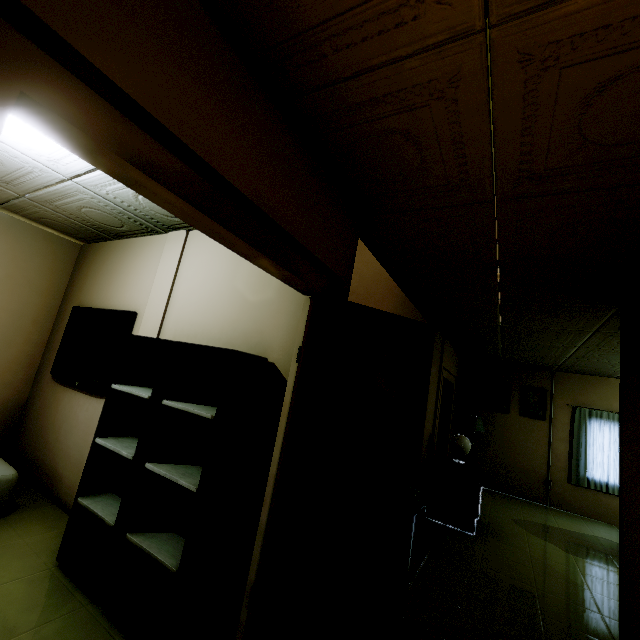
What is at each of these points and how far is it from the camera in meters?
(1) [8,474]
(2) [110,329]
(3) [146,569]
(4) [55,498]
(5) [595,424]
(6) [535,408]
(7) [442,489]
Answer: (1) table, 2.7 m
(2) tv, 3.3 m
(3) bookshelf, 2.1 m
(4) stairs, 3.1 m
(5) curtain, 6.6 m
(6) picture frame, 7.1 m
(7) dresser, 4.6 m

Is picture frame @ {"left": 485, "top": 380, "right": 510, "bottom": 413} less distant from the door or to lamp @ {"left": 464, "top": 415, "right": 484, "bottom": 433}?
lamp @ {"left": 464, "top": 415, "right": 484, "bottom": 433}

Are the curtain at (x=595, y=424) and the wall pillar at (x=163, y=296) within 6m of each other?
no

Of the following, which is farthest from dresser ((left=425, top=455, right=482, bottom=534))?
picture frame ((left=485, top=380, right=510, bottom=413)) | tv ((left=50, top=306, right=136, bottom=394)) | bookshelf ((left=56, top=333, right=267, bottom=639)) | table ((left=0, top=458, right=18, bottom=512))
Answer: table ((left=0, top=458, right=18, bottom=512))

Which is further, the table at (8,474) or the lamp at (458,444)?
the lamp at (458,444)

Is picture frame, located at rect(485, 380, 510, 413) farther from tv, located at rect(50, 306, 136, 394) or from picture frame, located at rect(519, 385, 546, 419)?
tv, located at rect(50, 306, 136, 394)

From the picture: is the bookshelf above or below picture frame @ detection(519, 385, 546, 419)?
below

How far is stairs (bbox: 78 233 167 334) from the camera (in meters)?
3.28
